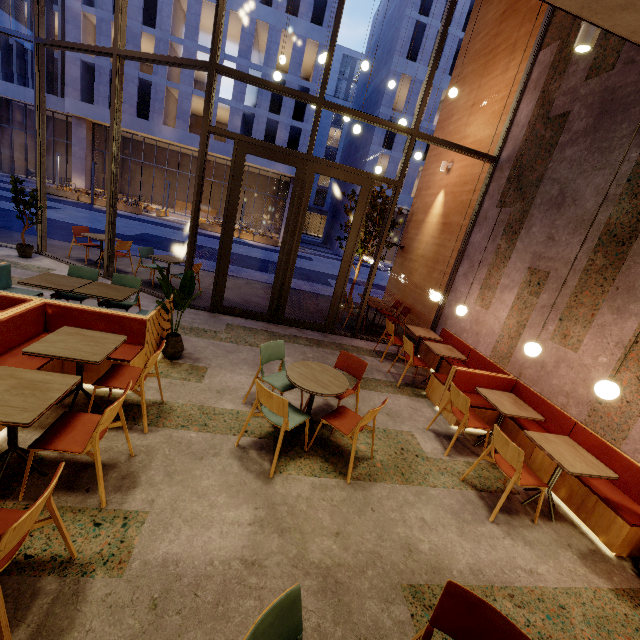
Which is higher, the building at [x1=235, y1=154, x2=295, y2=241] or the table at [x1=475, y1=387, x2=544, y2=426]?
the building at [x1=235, y1=154, x2=295, y2=241]

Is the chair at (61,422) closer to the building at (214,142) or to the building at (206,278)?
the building at (206,278)

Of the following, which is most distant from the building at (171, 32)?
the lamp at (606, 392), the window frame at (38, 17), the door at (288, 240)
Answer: the lamp at (606, 392)

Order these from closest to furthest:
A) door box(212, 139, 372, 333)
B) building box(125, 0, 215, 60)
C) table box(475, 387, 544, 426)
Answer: table box(475, 387, 544, 426), door box(212, 139, 372, 333), building box(125, 0, 215, 60)

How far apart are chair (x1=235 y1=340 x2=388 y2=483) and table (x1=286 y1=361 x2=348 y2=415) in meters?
0.2 m

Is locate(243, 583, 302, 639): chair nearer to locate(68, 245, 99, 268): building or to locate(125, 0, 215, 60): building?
locate(68, 245, 99, 268): building

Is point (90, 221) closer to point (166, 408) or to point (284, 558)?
point (166, 408)

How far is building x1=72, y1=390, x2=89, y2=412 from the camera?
3.4 meters
